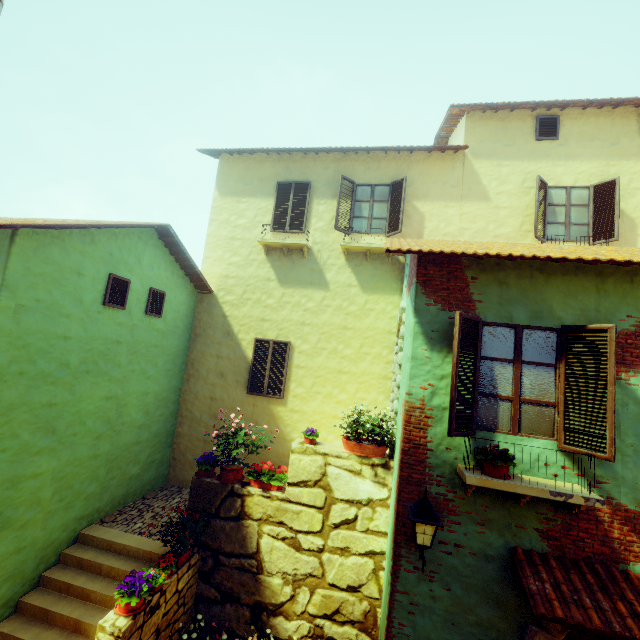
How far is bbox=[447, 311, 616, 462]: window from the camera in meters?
4.0 m

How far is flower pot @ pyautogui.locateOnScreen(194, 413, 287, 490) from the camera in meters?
6.3

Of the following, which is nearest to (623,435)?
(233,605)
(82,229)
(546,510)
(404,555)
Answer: (546,510)

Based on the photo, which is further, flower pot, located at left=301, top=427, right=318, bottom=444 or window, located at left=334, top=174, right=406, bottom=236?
window, located at left=334, top=174, right=406, bottom=236

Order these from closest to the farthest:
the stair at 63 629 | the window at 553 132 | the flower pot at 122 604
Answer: the flower pot at 122 604 → the stair at 63 629 → the window at 553 132

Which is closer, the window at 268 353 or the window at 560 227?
the window at 560 227

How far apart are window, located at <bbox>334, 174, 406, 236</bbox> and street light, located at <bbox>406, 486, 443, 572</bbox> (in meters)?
6.71

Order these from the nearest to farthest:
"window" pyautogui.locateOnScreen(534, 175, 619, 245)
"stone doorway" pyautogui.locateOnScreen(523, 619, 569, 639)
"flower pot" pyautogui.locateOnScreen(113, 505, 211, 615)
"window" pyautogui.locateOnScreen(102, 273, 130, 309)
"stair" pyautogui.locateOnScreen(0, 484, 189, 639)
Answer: "stone doorway" pyautogui.locateOnScreen(523, 619, 569, 639), "flower pot" pyautogui.locateOnScreen(113, 505, 211, 615), "stair" pyautogui.locateOnScreen(0, 484, 189, 639), "window" pyautogui.locateOnScreen(102, 273, 130, 309), "window" pyautogui.locateOnScreen(534, 175, 619, 245)
